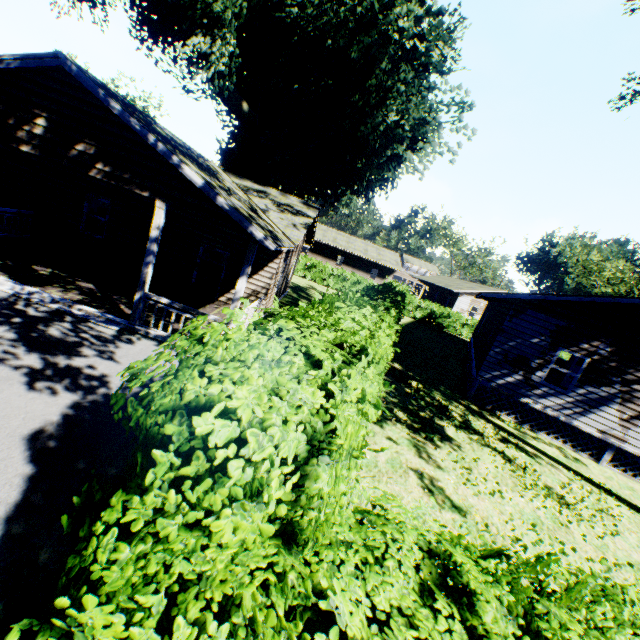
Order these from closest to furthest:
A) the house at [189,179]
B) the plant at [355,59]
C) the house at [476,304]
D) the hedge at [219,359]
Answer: the hedge at [219,359] → the house at [189,179] → the house at [476,304] → the plant at [355,59]

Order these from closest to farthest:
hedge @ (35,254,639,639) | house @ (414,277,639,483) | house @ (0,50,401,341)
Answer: hedge @ (35,254,639,639) → house @ (0,50,401,341) → house @ (414,277,639,483)

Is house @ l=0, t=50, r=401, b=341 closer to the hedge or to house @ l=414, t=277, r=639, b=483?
the hedge

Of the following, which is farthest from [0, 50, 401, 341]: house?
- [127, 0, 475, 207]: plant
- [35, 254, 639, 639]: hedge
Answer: [35, 254, 639, 639]: hedge

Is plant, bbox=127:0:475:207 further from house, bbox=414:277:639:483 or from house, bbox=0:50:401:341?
house, bbox=414:277:639:483

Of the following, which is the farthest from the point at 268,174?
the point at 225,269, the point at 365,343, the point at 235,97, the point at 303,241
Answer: the point at 365,343

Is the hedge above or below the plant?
below

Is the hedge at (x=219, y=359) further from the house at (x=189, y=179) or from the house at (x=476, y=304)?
the house at (x=476, y=304)
